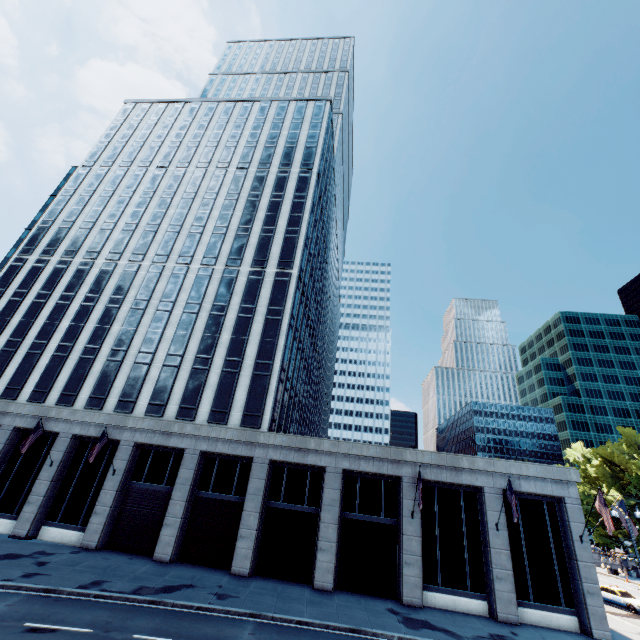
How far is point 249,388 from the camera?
29.1m

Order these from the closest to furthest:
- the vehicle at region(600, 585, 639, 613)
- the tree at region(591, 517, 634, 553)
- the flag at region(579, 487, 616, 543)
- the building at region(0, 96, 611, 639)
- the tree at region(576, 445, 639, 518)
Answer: the flag at region(579, 487, 616, 543) → the building at region(0, 96, 611, 639) → the vehicle at region(600, 585, 639, 613) → the tree at region(576, 445, 639, 518) → the tree at region(591, 517, 634, 553)

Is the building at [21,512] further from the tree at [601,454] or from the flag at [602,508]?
the tree at [601,454]

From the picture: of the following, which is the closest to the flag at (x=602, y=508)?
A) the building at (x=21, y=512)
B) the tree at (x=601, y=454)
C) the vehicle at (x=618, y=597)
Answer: the building at (x=21, y=512)

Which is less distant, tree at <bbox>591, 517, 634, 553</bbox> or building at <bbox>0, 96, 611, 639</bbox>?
building at <bbox>0, 96, 611, 639</bbox>

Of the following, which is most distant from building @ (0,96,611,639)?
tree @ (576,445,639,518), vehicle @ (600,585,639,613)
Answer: tree @ (576,445,639,518)

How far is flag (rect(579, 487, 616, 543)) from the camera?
19.78m

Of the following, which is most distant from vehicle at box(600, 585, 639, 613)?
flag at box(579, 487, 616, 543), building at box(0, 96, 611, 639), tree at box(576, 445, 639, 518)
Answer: flag at box(579, 487, 616, 543)
